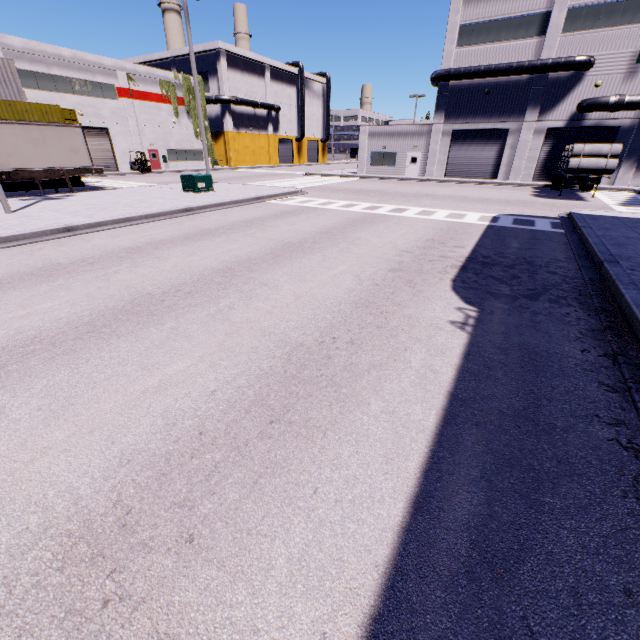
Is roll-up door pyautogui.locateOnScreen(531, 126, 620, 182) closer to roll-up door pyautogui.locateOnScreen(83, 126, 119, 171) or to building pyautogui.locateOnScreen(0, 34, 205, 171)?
building pyautogui.locateOnScreen(0, 34, 205, 171)

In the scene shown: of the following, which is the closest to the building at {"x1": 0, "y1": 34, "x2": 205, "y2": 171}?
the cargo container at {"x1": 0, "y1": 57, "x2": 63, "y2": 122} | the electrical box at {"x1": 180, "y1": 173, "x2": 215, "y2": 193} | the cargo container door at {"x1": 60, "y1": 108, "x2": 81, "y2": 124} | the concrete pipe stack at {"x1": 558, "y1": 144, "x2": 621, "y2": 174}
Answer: the cargo container at {"x1": 0, "y1": 57, "x2": 63, "y2": 122}

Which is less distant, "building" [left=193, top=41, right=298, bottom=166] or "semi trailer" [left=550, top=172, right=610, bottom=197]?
"semi trailer" [left=550, top=172, right=610, bottom=197]

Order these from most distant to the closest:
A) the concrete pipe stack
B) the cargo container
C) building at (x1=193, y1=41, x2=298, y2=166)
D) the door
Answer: building at (x1=193, y1=41, x2=298, y2=166), the door, the cargo container, the concrete pipe stack

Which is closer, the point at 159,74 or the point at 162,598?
the point at 162,598

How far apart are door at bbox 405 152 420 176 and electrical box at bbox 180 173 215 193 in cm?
2336

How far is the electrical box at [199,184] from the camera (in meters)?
19.42

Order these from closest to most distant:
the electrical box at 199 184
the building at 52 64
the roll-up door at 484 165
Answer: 1. the electrical box at 199 184
2. the building at 52 64
3. the roll-up door at 484 165
